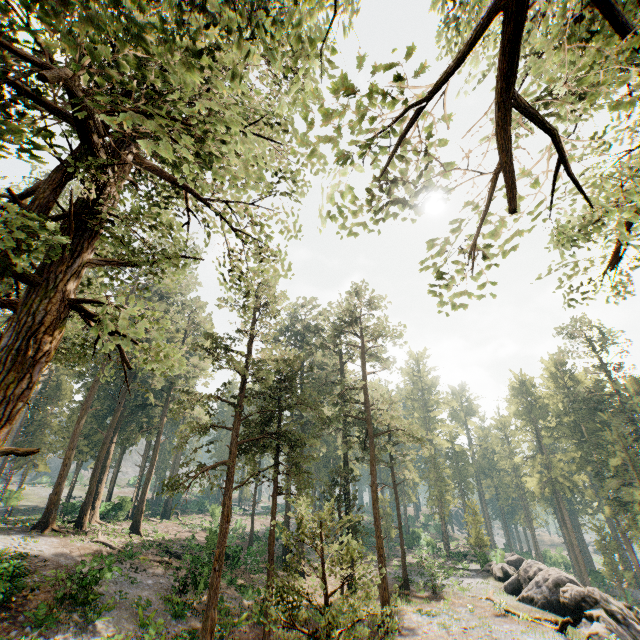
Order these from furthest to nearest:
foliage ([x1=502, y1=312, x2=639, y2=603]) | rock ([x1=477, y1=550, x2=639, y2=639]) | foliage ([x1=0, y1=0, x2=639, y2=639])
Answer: foliage ([x1=502, y1=312, x2=639, y2=603]) < rock ([x1=477, y1=550, x2=639, y2=639]) < foliage ([x1=0, y1=0, x2=639, y2=639])

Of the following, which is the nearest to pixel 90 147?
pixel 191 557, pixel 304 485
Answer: pixel 304 485

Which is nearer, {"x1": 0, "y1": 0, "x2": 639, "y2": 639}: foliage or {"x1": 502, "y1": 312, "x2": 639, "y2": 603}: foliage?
{"x1": 0, "y1": 0, "x2": 639, "y2": 639}: foliage

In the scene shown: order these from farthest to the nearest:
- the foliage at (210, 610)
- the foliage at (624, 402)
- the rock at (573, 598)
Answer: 1. the foliage at (624, 402)
2. the rock at (573, 598)
3. the foliage at (210, 610)

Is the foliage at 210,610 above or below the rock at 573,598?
above

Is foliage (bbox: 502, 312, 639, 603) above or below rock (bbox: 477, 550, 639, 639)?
above

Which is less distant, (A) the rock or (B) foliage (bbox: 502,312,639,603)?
(A) the rock
